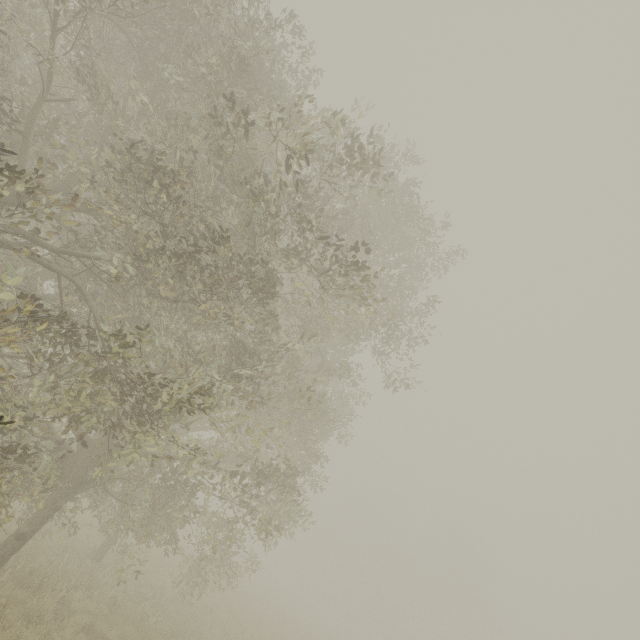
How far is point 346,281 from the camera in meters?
7.8 m
